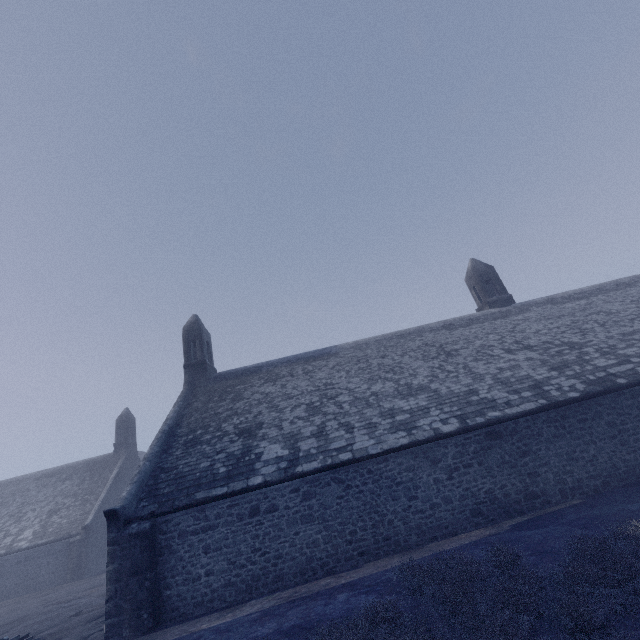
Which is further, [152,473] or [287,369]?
[287,369]
